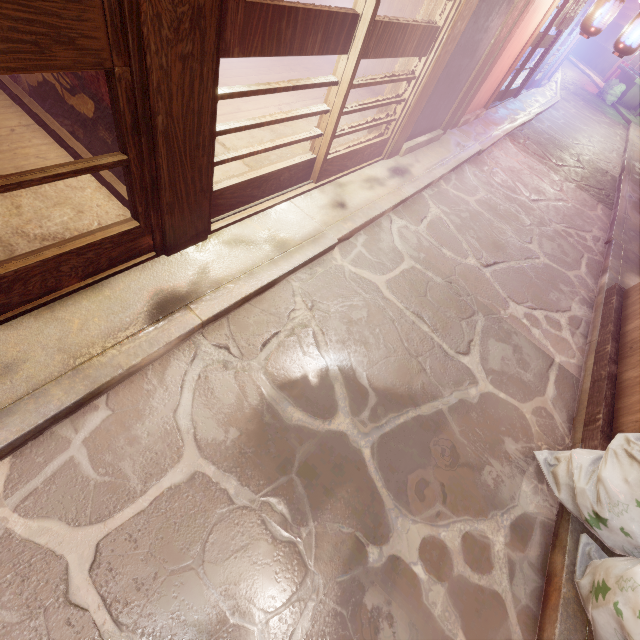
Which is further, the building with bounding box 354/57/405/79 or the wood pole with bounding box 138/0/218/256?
the building with bounding box 354/57/405/79

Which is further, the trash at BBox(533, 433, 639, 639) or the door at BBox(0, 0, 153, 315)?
the trash at BBox(533, 433, 639, 639)

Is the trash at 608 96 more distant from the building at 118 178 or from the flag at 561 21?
the building at 118 178

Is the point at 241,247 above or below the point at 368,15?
below

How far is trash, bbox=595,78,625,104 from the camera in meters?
33.0

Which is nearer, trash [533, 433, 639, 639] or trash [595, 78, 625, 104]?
trash [533, 433, 639, 639]

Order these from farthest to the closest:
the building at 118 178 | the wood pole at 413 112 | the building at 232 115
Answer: the building at 232 115, the wood pole at 413 112, the building at 118 178

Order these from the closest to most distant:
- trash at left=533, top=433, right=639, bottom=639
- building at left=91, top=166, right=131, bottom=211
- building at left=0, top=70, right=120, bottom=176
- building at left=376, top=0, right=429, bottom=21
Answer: trash at left=533, top=433, right=639, bottom=639 < building at left=0, top=70, right=120, bottom=176 < building at left=91, top=166, right=131, bottom=211 < building at left=376, top=0, right=429, bottom=21
